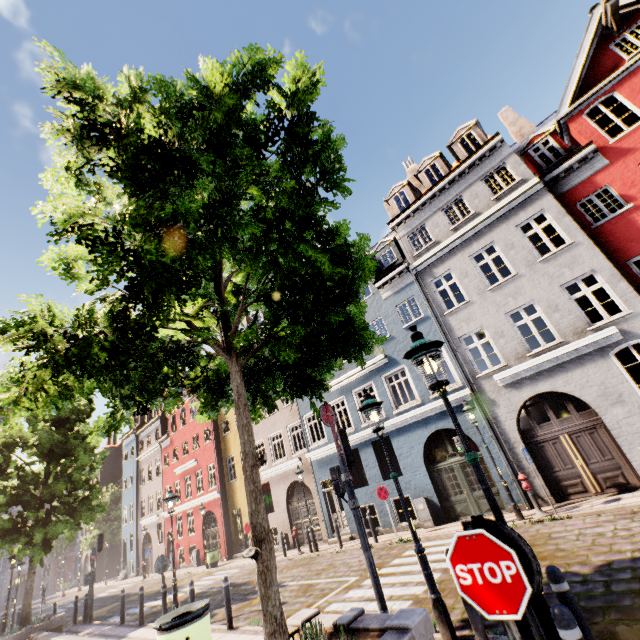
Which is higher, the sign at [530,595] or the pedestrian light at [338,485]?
the pedestrian light at [338,485]

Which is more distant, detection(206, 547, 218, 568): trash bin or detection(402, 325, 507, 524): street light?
detection(206, 547, 218, 568): trash bin

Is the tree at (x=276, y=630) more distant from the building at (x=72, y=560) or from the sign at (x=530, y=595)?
the building at (x=72, y=560)

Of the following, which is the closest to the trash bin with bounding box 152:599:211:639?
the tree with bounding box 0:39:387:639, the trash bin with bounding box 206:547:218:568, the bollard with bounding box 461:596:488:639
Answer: the tree with bounding box 0:39:387:639

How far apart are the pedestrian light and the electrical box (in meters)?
8.24

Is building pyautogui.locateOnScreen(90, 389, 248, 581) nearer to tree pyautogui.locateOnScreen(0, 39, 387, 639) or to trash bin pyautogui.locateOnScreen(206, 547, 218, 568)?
trash bin pyautogui.locateOnScreen(206, 547, 218, 568)

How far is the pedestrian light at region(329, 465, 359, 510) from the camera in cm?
638

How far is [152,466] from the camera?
32.6 meters
